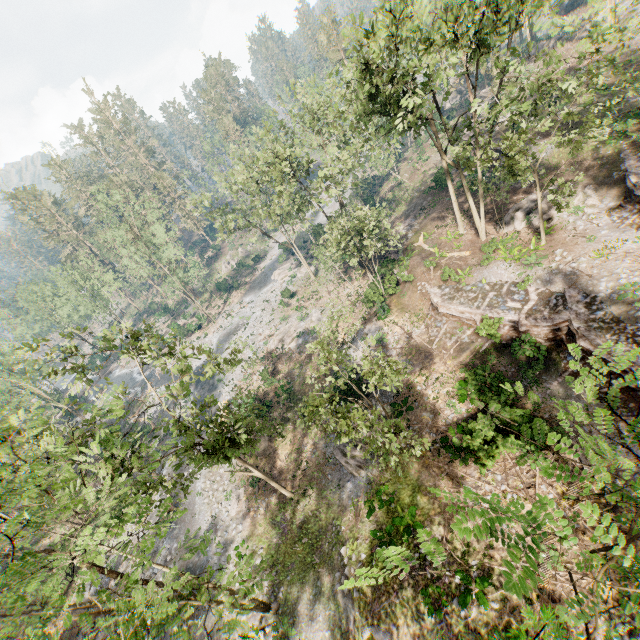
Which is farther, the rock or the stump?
the rock

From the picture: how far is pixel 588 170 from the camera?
24.5m

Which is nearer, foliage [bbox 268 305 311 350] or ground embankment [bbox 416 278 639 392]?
ground embankment [bbox 416 278 639 392]

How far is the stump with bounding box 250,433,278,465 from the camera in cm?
2677

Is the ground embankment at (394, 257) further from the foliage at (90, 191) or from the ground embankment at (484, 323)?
the ground embankment at (484, 323)

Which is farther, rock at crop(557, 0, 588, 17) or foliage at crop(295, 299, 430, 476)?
rock at crop(557, 0, 588, 17)

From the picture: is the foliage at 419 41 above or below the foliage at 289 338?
above
